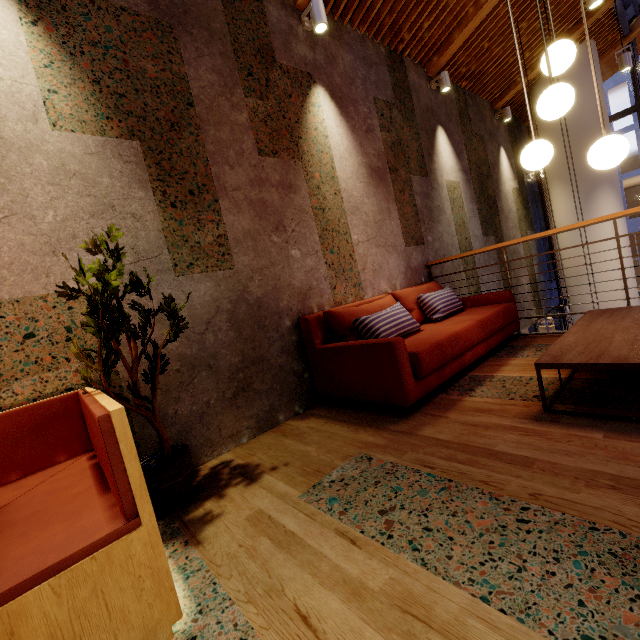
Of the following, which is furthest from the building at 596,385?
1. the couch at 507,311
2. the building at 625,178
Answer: the building at 625,178

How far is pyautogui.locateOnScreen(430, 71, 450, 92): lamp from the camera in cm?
499

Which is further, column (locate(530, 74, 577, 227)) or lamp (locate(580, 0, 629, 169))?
column (locate(530, 74, 577, 227))

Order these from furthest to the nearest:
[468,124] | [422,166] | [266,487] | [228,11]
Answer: [468,124] → [422,166] → [228,11] → [266,487]

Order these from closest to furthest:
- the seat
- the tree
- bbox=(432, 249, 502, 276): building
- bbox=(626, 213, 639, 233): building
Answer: the seat → the tree → bbox=(432, 249, 502, 276): building → bbox=(626, 213, 639, 233): building

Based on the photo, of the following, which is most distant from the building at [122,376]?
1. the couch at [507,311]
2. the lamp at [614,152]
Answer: the lamp at [614,152]

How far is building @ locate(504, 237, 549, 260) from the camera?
6.65m

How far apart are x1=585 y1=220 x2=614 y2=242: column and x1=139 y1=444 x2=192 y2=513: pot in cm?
820
